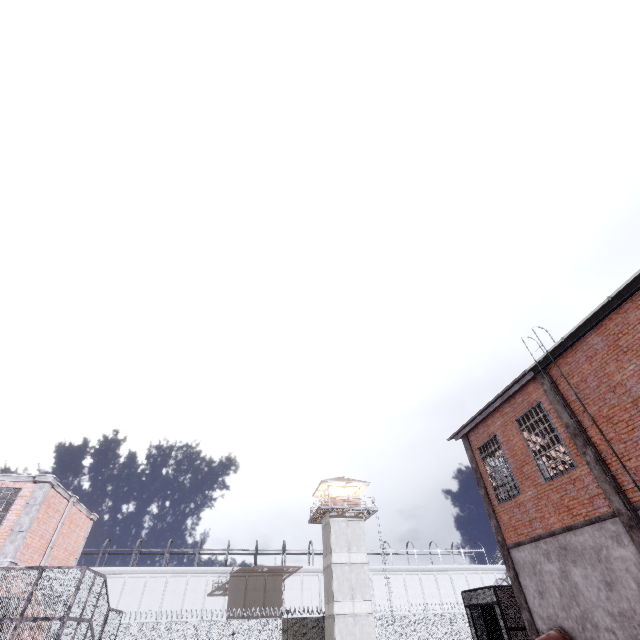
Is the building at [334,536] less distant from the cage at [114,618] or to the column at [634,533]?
the cage at [114,618]

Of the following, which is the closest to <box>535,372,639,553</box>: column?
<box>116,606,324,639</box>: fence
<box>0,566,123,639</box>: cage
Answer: <box>0,566,123,639</box>: cage

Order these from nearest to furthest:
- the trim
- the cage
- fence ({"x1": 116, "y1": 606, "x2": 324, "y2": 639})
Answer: the cage, the trim, fence ({"x1": 116, "y1": 606, "x2": 324, "y2": 639})

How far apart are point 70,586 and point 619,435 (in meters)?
20.25

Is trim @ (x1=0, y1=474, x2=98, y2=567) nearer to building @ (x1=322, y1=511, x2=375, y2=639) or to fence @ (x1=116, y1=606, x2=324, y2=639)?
fence @ (x1=116, y1=606, x2=324, y2=639)

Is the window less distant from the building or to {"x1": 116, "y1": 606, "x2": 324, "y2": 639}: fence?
{"x1": 116, "y1": 606, "x2": 324, "y2": 639}: fence

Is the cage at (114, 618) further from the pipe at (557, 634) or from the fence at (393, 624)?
the pipe at (557, 634)

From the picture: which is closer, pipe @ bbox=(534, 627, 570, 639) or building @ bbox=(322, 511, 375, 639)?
pipe @ bbox=(534, 627, 570, 639)
